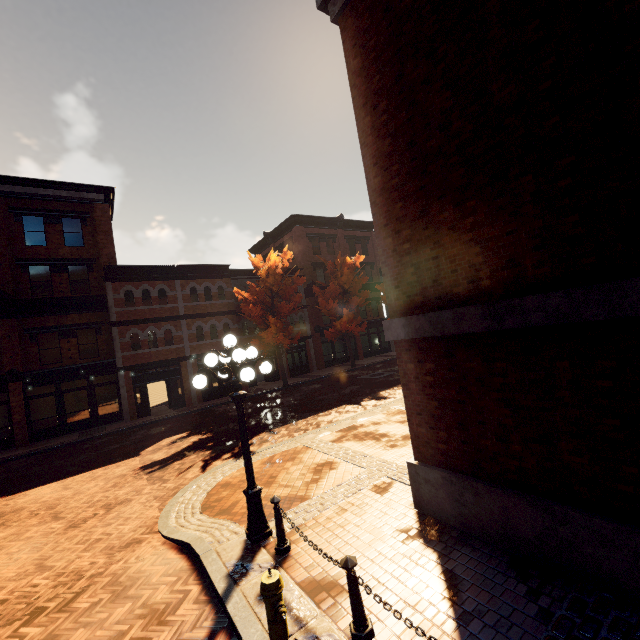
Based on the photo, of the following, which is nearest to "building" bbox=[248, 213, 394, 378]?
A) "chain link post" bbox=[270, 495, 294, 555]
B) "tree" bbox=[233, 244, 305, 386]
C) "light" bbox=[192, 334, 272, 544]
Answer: "tree" bbox=[233, 244, 305, 386]

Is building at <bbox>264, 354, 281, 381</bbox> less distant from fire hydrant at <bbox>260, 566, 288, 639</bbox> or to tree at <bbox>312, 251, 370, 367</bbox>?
tree at <bbox>312, 251, 370, 367</bbox>

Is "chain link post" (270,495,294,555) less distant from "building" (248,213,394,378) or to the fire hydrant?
the fire hydrant

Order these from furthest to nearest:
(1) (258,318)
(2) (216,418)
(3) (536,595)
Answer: (1) (258,318) → (2) (216,418) → (3) (536,595)

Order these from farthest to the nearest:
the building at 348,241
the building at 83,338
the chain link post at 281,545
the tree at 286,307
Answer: the building at 348,241
the tree at 286,307
the building at 83,338
the chain link post at 281,545

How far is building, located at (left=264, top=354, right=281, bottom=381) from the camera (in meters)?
27.31

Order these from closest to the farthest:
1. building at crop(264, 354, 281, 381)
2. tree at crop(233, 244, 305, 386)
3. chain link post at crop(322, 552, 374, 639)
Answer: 1. chain link post at crop(322, 552, 374, 639)
2. tree at crop(233, 244, 305, 386)
3. building at crop(264, 354, 281, 381)

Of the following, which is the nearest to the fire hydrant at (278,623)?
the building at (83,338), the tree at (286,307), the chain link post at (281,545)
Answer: the chain link post at (281,545)
